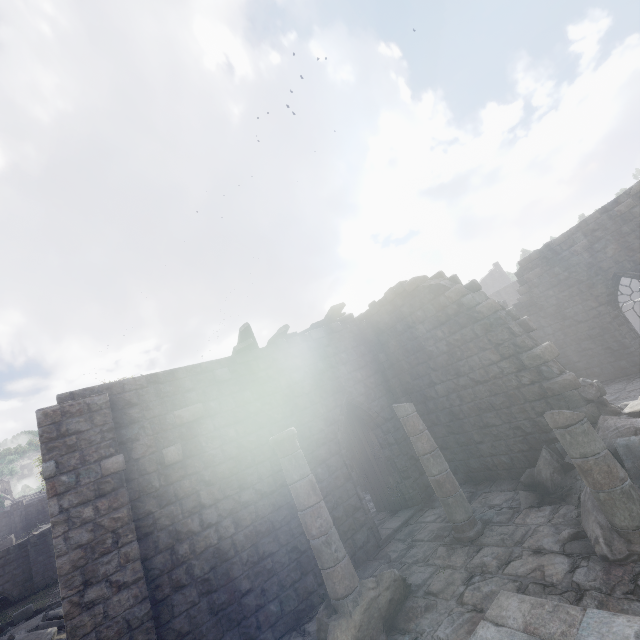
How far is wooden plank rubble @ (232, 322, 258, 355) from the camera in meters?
9.9 m

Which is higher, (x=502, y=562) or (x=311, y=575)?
(x=311, y=575)

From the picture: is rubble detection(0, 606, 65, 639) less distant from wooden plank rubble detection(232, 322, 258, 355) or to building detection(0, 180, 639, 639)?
building detection(0, 180, 639, 639)

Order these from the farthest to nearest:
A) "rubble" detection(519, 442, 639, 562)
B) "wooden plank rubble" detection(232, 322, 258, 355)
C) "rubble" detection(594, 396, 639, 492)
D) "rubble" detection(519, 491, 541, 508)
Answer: "wooden plank rubble" detection(232, 322, 258, 355), "rubble" detection(519, 491, 541, 508), "rubble" detection(594, 396, 639, 492), "rubble" detection(519, 442, 639, 562)

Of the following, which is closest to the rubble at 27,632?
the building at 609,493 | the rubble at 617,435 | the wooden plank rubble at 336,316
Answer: the building at 609,493

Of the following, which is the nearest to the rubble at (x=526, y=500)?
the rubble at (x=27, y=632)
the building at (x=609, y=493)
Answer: the building at (x=609, y=493)

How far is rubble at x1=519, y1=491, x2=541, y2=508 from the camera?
7.7m

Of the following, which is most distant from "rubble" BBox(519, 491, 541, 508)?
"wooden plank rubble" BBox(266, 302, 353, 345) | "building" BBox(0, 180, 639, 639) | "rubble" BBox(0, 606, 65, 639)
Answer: "rubble" BBox(0, 606, 65, 639)
